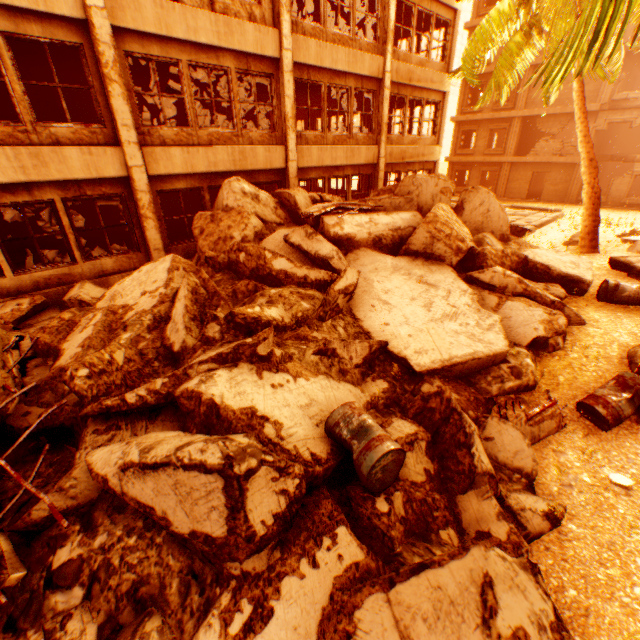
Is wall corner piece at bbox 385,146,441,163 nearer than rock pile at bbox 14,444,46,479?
No

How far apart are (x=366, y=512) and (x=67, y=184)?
9.2m

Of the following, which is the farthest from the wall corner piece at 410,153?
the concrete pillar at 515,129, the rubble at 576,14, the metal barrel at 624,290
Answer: the concrete pillar at 515,129

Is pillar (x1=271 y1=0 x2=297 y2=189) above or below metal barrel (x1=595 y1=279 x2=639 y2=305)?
above

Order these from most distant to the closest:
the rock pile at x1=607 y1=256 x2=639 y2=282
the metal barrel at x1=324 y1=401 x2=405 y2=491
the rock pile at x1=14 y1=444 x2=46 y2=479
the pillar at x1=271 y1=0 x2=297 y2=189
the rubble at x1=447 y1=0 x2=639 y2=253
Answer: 1. the pillar at x1=271 y1=0 x2=297 y2=189
2. the rock pile at x1=607 y1=256 x2=639 y2=282
3. the rock pile at x1=14 y1=444 x2=46 y2=479
4. the metal barrel at x1=324 y1=401 x2=405 y2=491
5. the rubble at x1=447 y1=0 x2=639 y2=253

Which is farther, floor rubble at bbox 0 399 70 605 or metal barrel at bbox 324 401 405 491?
metal barrel at bbox 324 401 405 491

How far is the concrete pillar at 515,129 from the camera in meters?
24.7

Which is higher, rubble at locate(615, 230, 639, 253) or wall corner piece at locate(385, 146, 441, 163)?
wall corner piece at locate(385, 146, 441, 163)
